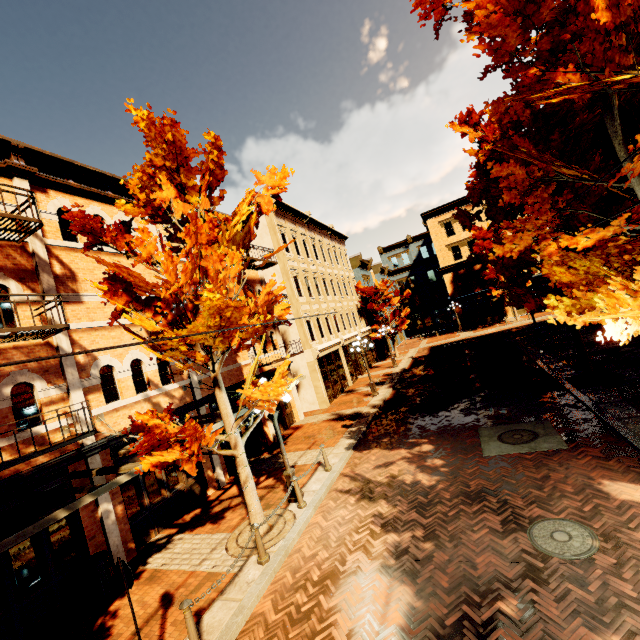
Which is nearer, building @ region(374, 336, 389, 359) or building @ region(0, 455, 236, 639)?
building @ region(0, 455, 236, 639)

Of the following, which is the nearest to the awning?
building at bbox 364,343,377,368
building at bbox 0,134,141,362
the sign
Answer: building at bbox 0,134,141,362

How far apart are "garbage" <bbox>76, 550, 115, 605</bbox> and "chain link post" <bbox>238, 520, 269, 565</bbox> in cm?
363

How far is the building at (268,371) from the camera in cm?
1564

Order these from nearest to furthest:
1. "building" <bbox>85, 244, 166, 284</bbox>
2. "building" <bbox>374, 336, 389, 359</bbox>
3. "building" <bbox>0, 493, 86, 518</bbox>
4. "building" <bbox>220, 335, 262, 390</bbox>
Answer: "building" <bbox>0, 493, 86, 518</bbox> → "building" <bbox>85, 244, 166, 284</bbox> → "building" <bbox>220, 335, 262, 390</bbox> → "building" <bbox>374, 336, 389, 359</bbox>

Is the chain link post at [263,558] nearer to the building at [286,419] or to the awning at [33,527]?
the awning at [33,527]

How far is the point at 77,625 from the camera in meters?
6.9

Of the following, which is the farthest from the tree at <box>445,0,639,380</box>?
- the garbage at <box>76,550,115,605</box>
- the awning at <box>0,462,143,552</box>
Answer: the garbage at <box>76,550,115,605</box>
